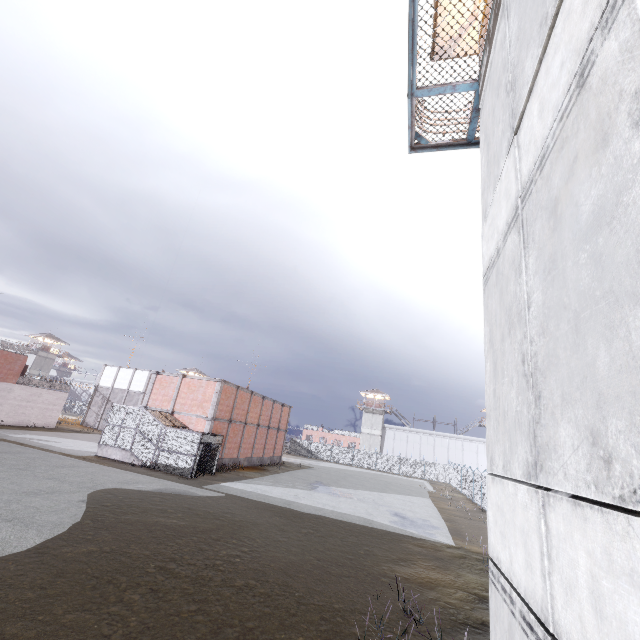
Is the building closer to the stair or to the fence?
the fence

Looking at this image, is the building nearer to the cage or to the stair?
the cage

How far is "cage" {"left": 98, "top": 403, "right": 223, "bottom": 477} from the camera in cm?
2227

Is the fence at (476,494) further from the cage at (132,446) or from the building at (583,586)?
the cage at (132,446)

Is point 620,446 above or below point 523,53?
below

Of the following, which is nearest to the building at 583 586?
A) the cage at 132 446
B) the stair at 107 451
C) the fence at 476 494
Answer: the fence at 476 494

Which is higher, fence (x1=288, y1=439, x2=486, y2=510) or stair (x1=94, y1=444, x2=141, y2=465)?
fence (x1=288, y1=439, x2=486, y2=510)

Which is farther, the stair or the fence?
the fence
